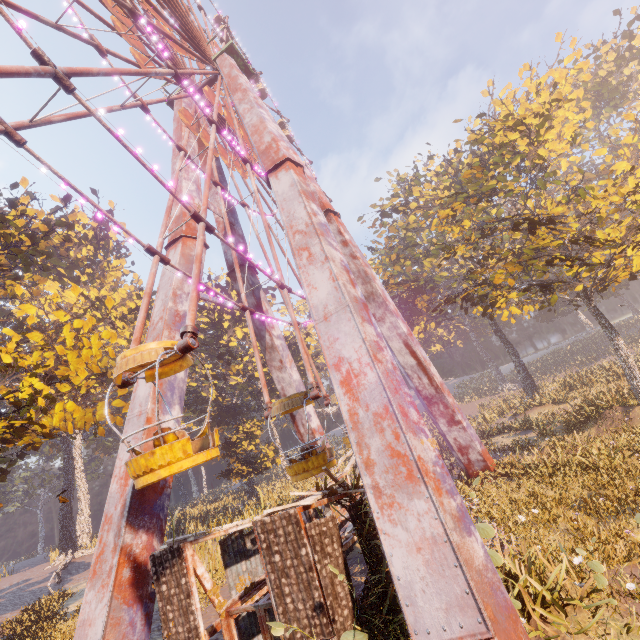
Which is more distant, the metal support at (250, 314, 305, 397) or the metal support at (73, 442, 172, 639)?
the metal support at (250, 314, 305, 397)

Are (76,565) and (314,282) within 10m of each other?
no

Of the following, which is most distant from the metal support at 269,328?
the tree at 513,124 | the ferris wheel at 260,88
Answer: the ferris wheel at 260,88

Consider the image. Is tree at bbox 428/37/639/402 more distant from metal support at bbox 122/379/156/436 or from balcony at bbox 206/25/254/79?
balcony at bbox 206/25/254/79

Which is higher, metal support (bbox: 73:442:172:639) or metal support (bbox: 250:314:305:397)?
metal support (bbox: 250:314:305:397)

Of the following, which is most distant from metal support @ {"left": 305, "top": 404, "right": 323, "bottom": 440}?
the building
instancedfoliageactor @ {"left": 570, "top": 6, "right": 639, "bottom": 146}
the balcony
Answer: instancedfoliageactor @ {"left": 570, "top": 6, "right": 639, "bottom": 146}

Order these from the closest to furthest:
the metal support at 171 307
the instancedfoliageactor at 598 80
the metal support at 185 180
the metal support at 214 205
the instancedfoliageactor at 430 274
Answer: the metal support at 171 307
the metal support at 185 180
the metal support at 214 205
the instancedfoliageactor at 430 274
the instancedfoliageactor at 598 80

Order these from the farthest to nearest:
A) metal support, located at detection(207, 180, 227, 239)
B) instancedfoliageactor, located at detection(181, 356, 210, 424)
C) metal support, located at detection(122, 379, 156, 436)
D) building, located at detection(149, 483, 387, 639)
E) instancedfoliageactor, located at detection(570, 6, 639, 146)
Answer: instancedfoliageactor, located at detection(570, 6, 639, 146)
instancedfoliageactor, located at detection(181, 356, 210, 424)
metal support, located at detection(207, 180, 227, 239)
metal support, located at detection(122, 379, 156, 436)
building, located at detection(149, 483, 387, 639)
